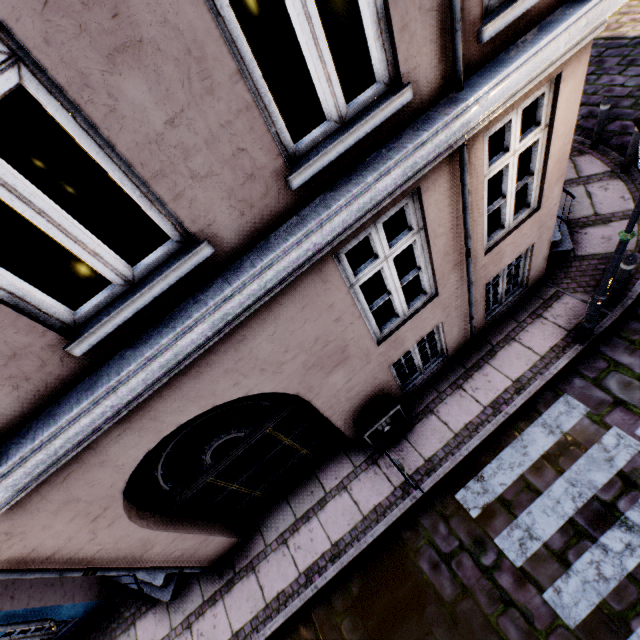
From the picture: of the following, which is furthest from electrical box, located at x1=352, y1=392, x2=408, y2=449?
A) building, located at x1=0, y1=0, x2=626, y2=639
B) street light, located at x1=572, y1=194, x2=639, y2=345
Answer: street light, located at x1=572, y1=194, x2=639, y2=345

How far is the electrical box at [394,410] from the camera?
5.1 meters

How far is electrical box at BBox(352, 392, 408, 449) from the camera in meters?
5.1 m

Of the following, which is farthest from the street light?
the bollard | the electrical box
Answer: the electrical box

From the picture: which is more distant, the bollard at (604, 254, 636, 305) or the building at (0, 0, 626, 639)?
the bollard at (604, 254, 636, 305)

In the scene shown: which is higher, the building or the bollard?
the building

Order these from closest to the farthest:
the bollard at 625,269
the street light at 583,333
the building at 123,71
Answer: the building at 123,71 < the street light at 583,333 < the bollard at 625,269

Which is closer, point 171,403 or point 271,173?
point 271,173
